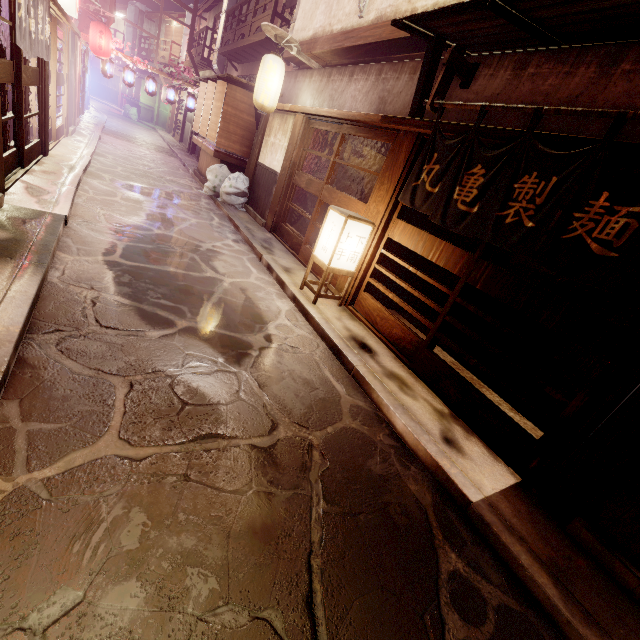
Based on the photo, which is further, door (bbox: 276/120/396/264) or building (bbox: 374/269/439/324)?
building (bbox: 374/269/439/324)

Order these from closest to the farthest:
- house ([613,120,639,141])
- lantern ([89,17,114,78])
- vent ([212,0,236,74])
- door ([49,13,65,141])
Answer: house ([613,120,639,141]) < door ([49,13,65,141]) < lantern ([89,17,114,78]) < vent ([212,0,236,74])

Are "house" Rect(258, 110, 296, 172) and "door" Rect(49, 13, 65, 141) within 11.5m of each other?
yes

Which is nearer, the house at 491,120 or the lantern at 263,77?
the house at 491,120

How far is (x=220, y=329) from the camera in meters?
7.2

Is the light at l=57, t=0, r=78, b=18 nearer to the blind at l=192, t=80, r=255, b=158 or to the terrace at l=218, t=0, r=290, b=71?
the blind at l=192, t=80, r=255, b=158

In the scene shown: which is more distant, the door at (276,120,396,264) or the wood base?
the door at (276,120,396,264)

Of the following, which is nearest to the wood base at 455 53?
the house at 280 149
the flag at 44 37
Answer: the house at 280 149
